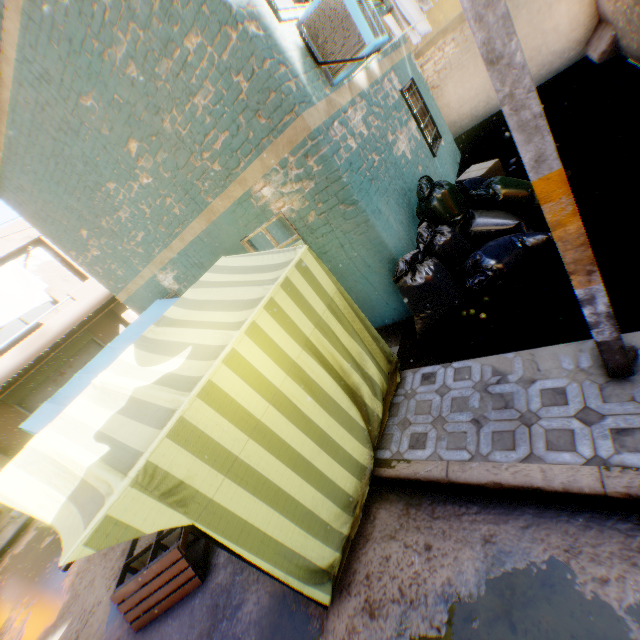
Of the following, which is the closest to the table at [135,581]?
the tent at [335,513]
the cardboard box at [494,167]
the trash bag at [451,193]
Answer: the tent at [335,513]

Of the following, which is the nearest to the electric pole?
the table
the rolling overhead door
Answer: the table

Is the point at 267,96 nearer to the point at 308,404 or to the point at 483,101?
the point at 308,404

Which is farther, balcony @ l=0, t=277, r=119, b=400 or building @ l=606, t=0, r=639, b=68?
balcony @ l=0, t=277, r=119, b=400

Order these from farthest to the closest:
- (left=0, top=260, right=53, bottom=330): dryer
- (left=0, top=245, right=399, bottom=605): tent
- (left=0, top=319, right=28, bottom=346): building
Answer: (left=0, top=319, right=28, bottom=346): building → (left=0, top=260, right=53, bottom=330): dryer → (left=0, top=245, right=399, bottom=605): tent

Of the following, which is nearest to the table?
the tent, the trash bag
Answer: the tent

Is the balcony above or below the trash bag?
above

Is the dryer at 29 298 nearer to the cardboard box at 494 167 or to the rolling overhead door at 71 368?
the rolling overhead door at 71 368
